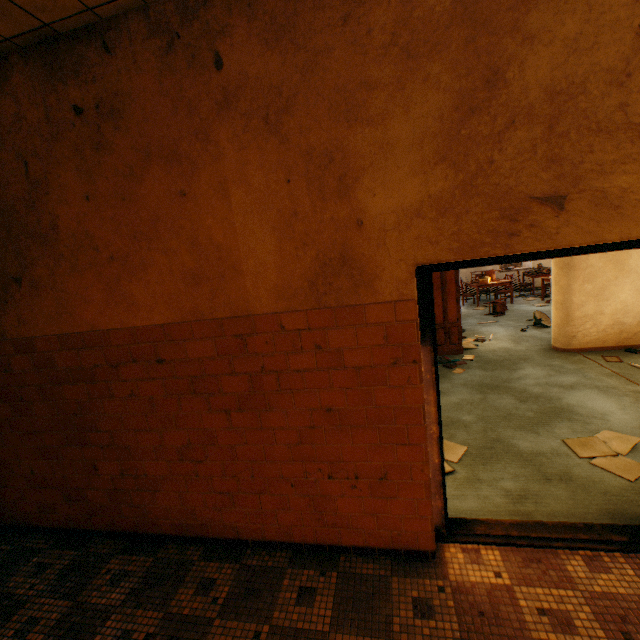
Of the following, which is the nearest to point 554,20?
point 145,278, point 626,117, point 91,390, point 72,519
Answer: point 626,117

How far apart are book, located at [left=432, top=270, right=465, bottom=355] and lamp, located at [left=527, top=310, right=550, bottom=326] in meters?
1.6

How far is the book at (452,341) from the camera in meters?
6.4

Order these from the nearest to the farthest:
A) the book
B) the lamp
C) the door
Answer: the door, the book, the lamp

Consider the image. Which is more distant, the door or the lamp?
the lamp

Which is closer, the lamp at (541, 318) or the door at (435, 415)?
the door at (435, 415)

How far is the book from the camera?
6.4 meters

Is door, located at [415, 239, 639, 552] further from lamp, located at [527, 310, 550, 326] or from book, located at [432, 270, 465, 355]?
lamp, located at [527, 310, 550, 326]
